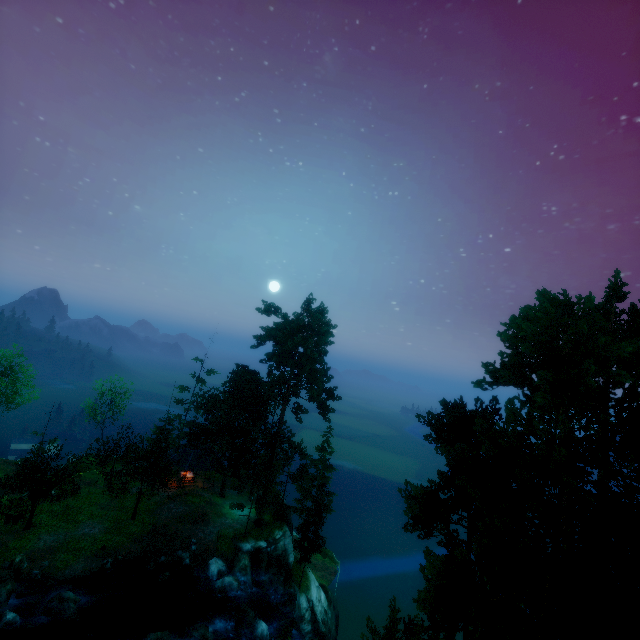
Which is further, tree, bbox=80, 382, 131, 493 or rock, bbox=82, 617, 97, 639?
tree, bbox=80, 382, 131, 493

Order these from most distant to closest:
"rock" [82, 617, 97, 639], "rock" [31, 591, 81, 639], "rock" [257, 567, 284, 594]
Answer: "rock" [257, 567, 284, 594] → "rock" [82, 617, 97, 639] → "rock" [31, 591, 81, 639]

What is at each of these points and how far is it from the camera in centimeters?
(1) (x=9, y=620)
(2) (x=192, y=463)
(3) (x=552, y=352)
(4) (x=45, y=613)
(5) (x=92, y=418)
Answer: (1) rock, 1970cm
(2) building, 3703cm
(3) tree, 1628cm
(4) rock, 2080cm
(5) tree, 4041cm

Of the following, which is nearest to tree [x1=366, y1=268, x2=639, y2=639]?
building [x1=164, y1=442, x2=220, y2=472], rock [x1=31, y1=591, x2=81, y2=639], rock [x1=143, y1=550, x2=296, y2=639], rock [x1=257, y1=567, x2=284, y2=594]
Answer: building [x1=164, y1=442, x2=220, y2=472]

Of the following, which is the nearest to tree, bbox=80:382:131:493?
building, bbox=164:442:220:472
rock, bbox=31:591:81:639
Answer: building, bbox=164:442:220:472

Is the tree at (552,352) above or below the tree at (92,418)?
above

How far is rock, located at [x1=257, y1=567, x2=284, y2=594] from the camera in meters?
29.3 m

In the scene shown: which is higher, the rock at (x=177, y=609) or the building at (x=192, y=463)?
the building at (x=192, y=463)
